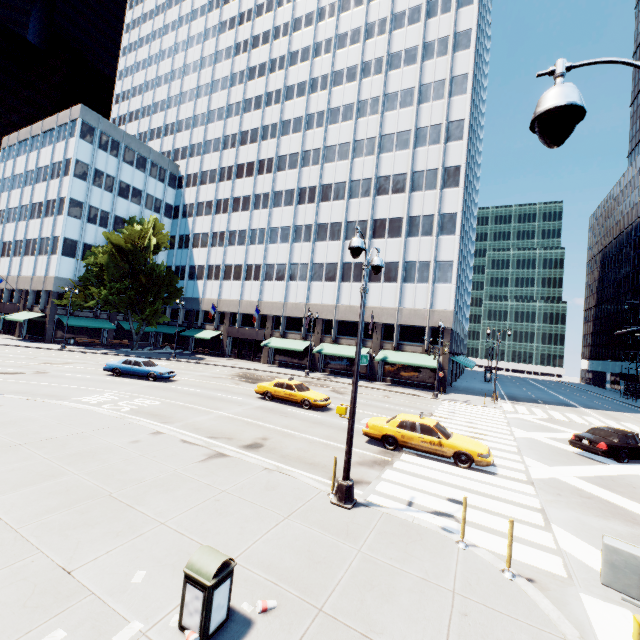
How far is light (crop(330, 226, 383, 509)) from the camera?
8.49m

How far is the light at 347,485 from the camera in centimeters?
849cm

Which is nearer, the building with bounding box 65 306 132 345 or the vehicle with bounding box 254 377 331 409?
the vehicle with bounding box 254 377 331 409

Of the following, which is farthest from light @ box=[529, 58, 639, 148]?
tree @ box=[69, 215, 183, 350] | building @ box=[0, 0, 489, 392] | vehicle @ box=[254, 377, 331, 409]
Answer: building @ box=[0, 0, 489, 392]

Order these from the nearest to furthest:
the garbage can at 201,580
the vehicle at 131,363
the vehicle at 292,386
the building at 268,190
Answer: the garbage can at 201,580 → the vehicle at 292,386 → the vehicle at 131,363 → the building at 268,190

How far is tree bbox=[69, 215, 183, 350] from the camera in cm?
4016

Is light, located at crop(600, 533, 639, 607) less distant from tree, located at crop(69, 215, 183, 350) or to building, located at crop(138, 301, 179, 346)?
tree, located at crop(69, 215, 183, 350)

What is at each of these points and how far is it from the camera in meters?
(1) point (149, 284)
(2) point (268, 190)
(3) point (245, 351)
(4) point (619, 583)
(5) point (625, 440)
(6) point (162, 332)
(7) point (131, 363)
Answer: (1) tree, 44.5 m
(2) building, 48.4 m
(3) door, 48.2 m
(4) light, 2.7 m
(5) vehicle, 15.8 m
(6) building, 52.5 m
(7) vehicle, 24.7 m
